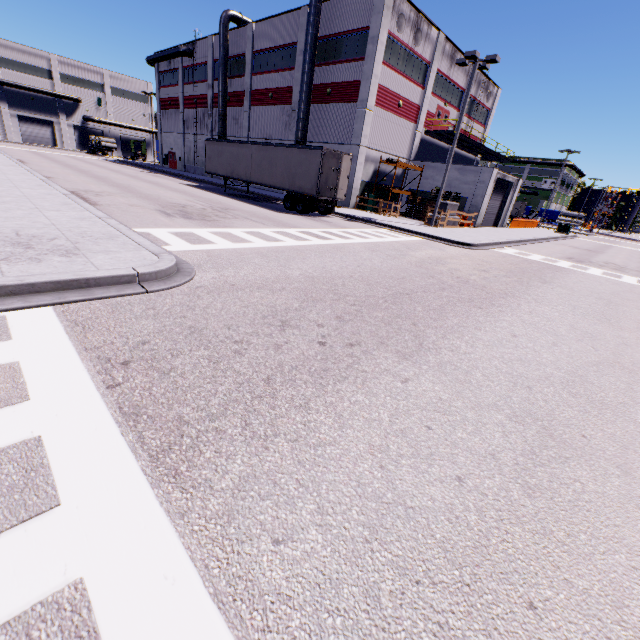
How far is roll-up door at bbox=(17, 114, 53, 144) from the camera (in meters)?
57.25

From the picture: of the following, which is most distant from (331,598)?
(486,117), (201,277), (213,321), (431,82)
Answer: (486,117)

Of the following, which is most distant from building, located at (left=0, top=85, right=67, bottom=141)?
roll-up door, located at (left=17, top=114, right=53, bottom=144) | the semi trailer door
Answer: the semi trailer door

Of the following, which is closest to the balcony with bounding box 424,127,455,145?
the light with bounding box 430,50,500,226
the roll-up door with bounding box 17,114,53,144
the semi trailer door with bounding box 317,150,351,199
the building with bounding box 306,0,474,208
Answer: the building with bounding box 306,0,474,208

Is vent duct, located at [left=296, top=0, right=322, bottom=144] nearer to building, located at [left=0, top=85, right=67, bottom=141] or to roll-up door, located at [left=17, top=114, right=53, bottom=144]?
building, located at [left=0, top=85, right=67, bottom=141]

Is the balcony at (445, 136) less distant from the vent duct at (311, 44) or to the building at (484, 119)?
the building at (484, 119)

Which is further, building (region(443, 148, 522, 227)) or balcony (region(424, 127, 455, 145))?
balcony (region(424, 127, 455, 145))

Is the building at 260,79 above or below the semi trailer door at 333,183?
above
